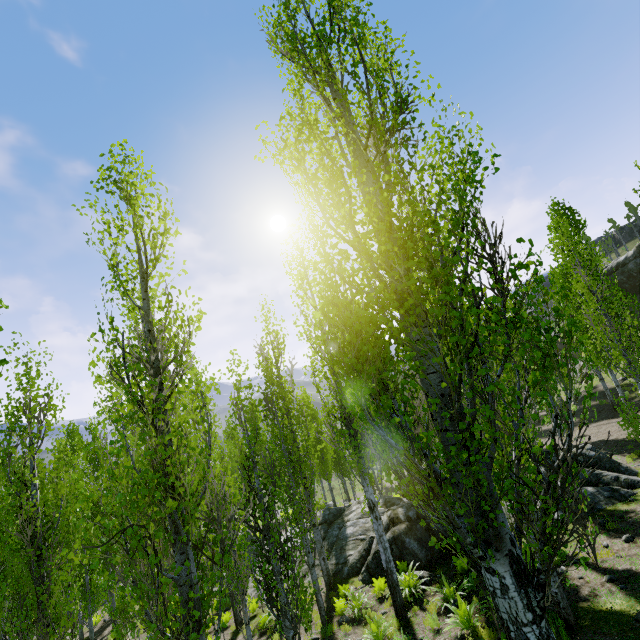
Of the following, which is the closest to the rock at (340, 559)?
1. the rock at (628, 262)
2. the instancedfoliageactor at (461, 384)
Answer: the instancedfoliageactor at (461, 384)

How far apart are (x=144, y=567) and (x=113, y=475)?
1.63m

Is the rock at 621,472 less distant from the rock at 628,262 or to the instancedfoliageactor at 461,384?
the instancedfoliageactor at 461,384

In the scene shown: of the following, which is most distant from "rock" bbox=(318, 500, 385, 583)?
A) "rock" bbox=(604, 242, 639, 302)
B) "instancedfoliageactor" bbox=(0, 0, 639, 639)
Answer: "rock" bbox=(604, 242, 639, 302)

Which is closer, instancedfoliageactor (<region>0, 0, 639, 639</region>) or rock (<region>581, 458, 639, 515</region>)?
instancedfoliageactor (<region>0, 0, 639, 639</region>)

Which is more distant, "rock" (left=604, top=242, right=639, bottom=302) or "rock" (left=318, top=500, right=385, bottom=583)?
"rock" (left=604, top=242, right=639, bottom=302)

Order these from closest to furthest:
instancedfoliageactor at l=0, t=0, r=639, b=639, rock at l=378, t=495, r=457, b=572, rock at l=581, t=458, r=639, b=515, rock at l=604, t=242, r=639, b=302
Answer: instancedfoliageactor at l=0, t=0, r=639, b=639 < rock at l=581, t=458, r=639, b=515 < rock at l=378, t=495, r=457, b=572 < rock at l=604, t=242, r=639, b=302
